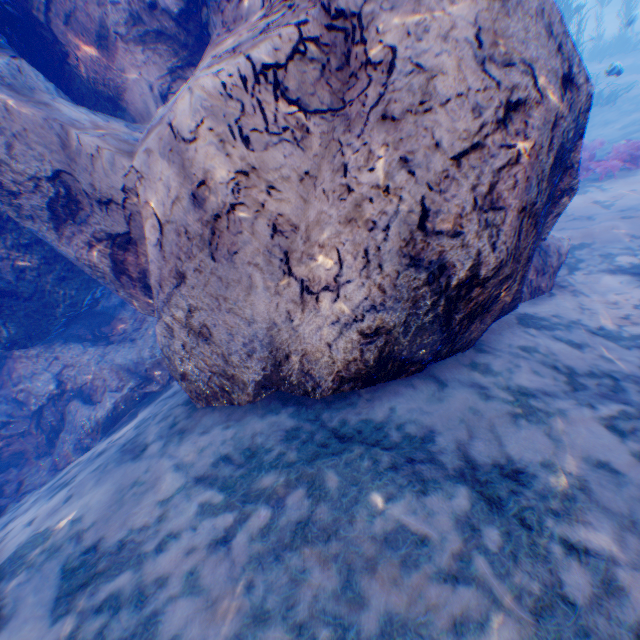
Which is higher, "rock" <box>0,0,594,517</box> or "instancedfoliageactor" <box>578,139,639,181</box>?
"rock" <box>0,0,594,517</box>

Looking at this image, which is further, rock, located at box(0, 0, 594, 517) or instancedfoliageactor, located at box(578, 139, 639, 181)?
instancedfoliageactor, located at box(578, 139, 639, 181)

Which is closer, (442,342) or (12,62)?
(442,342)

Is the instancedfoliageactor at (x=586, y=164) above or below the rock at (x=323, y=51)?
below

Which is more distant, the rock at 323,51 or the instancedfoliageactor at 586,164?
the instancedfoliageactor at 586,164
